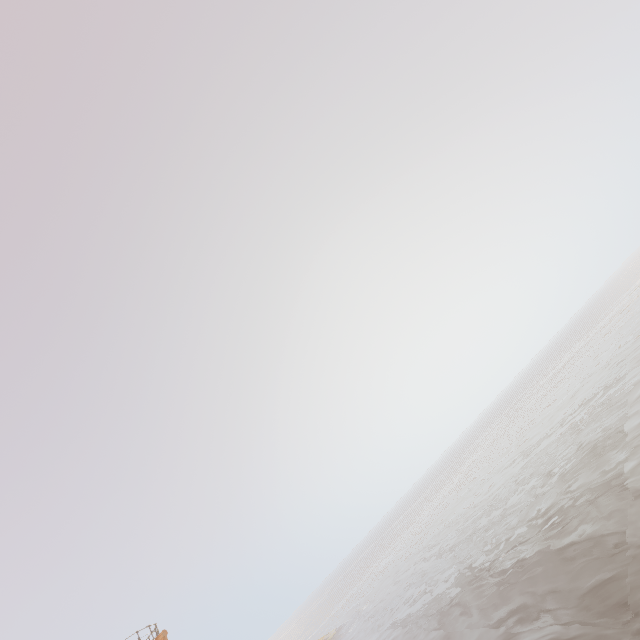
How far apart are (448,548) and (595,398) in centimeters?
1865cm
